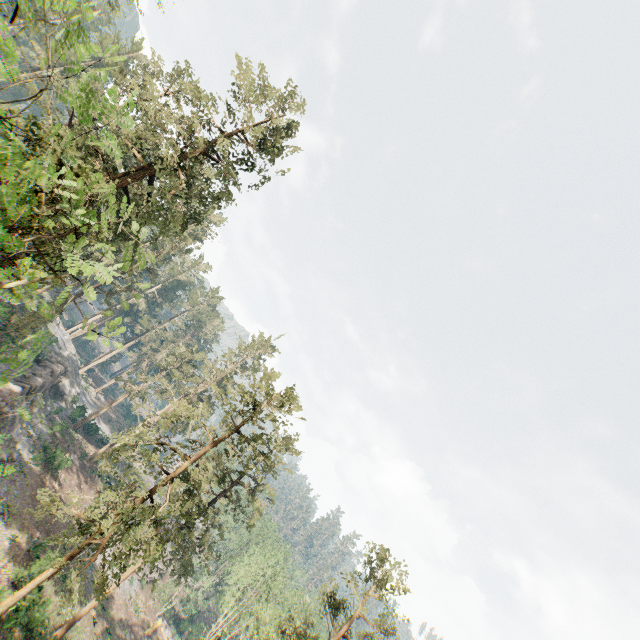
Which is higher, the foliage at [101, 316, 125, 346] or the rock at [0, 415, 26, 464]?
the foliage at [101, 316, 125, 346]

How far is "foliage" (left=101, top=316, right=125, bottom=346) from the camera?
8.1 meters

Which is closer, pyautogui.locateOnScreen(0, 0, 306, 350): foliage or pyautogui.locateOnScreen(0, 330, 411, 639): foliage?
pyautogui.locateOnScreen(0, 0, 306, 350): foliage

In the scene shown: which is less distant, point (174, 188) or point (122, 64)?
point (174, 188)

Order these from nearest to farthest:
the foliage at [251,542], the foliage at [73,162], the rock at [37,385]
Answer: the foliage at [73,162], the foliage at [251,542], the rock at [37,385]

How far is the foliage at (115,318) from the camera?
8.1m

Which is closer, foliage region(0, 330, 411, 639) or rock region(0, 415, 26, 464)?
foliage region(0, 330, 411, 639)
